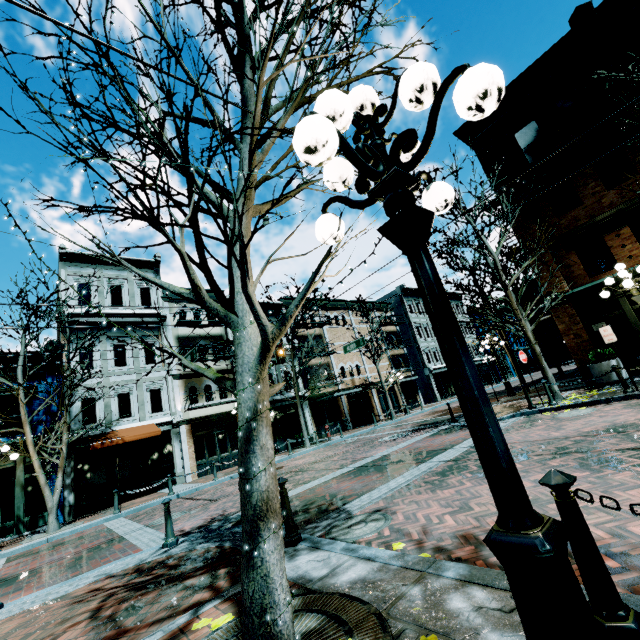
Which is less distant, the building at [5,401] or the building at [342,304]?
the building at [5,401]

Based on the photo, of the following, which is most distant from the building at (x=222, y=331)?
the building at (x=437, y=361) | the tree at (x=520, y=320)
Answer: the tree at (x=520, y=320)

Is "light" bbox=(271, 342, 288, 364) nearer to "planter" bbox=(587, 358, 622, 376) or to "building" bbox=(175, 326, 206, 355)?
"building" bbox=(175, 326, 206, 355)

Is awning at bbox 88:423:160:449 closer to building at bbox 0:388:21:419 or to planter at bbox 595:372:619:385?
building at bbox 0:388:21:419

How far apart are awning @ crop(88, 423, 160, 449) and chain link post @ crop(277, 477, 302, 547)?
14.4m

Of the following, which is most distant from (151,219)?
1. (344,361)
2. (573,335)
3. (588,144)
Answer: (344,361)

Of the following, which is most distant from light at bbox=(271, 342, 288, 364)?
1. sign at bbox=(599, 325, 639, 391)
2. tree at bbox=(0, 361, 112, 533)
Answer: sign at bbox=(599, 325, 639, 391)

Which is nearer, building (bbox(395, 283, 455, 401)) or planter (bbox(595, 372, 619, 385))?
planter (bbox(595, 372, 619, 385))
